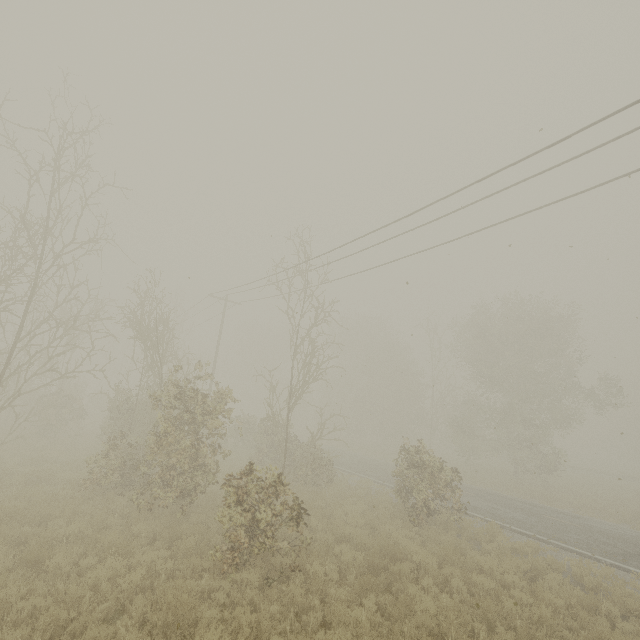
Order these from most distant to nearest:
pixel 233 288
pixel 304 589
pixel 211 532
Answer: pixel 233 288 < pixel 211 532 < pixel 304 589
